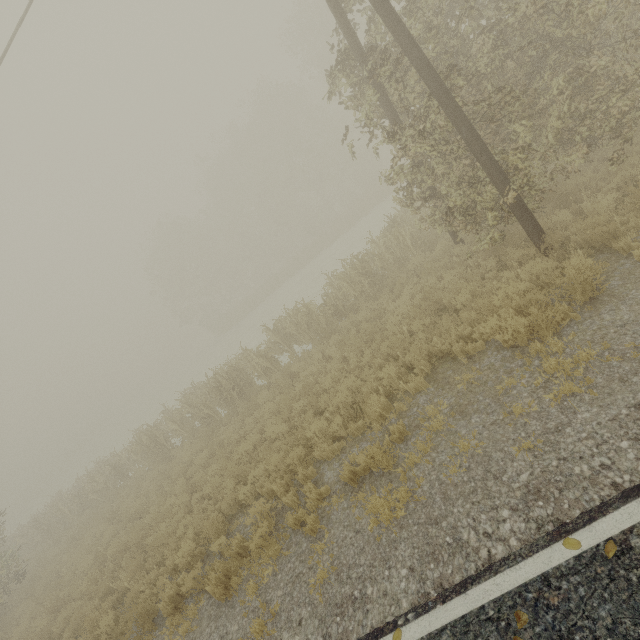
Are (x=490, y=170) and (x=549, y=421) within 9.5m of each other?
yes

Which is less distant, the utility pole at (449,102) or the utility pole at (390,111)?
the utility pole at (449,102)

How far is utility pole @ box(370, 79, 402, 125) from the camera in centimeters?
770cm

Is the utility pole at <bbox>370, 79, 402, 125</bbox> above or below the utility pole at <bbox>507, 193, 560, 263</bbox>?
above

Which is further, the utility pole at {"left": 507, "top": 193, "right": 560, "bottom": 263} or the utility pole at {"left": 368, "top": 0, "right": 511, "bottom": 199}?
the utility pole at {"left": 507, "top": 193, "right": 560, "bottom": 263}

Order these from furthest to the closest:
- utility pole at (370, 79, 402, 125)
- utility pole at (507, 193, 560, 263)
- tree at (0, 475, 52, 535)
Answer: tree at (0, 475, 52, 535)
utility pole at (370, 79, 402, 125)
utility pole at (507, 193, 560, 263)
